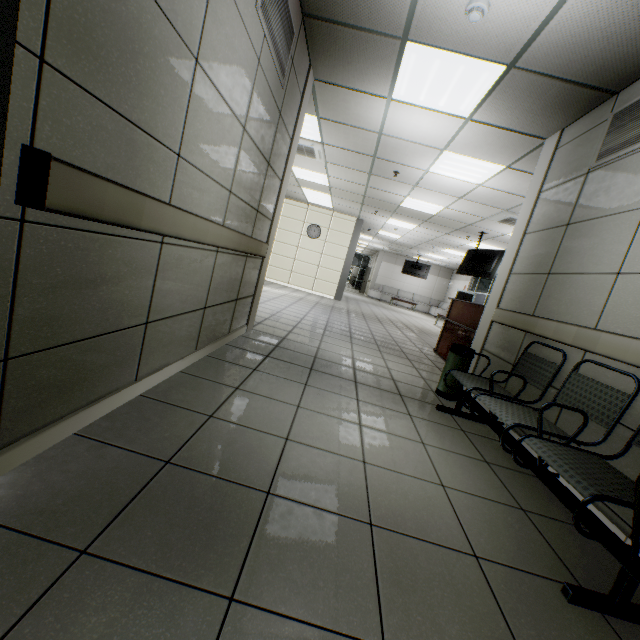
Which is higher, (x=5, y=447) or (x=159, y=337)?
(x=159, y=337)

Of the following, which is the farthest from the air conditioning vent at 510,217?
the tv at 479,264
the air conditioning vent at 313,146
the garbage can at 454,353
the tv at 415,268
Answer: the tv at 415,268

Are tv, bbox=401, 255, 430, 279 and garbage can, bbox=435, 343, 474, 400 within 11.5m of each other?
no

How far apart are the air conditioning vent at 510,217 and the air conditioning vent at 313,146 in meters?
4.0

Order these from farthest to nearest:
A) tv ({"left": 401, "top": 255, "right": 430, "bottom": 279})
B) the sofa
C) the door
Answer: the sofa < tv ({"left": 401, "top": 255, "right": 430, "bottom": 279}) < the door

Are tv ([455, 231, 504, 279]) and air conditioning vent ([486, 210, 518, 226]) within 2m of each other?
yes

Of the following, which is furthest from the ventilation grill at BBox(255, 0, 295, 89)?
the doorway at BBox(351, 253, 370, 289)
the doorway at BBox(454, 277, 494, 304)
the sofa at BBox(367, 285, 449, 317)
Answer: the doorway at BBox(351, 253, 370, 289)

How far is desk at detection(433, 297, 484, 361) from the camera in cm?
528
